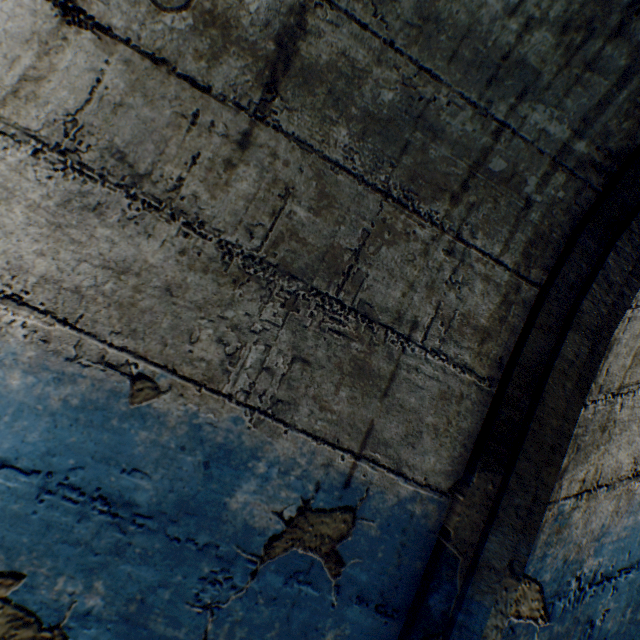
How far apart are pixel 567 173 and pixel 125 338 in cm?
127
